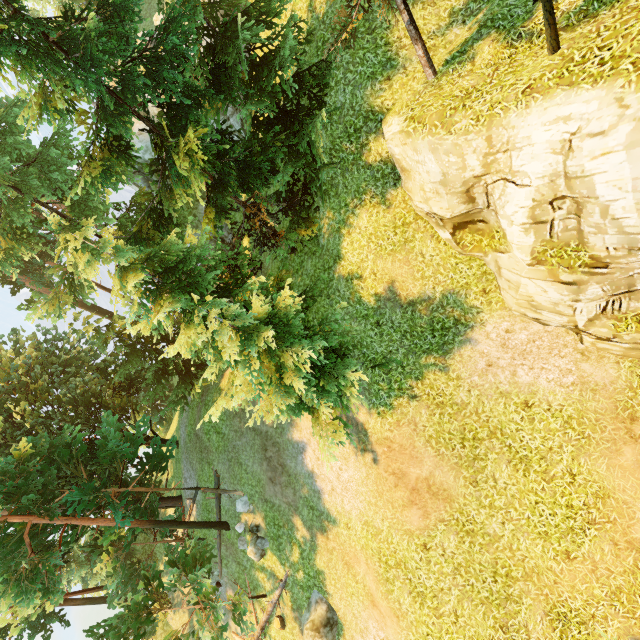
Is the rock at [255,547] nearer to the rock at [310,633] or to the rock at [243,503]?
the rock at [243,503]

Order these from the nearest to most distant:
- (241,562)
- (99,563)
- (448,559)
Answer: (448,559), (99,563), (241,562)

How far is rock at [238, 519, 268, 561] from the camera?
16.9m

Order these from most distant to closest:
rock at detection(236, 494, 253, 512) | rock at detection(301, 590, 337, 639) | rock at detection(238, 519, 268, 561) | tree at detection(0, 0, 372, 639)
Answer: rock at detection(236, 494, 253, 512), rock at detection(238, 519, 268, 561), rock at detection(301, 590, 337, 639), tree at detection(0, 0, 372, 639)

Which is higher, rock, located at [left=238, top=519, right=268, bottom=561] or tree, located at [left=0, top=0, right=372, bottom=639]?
tree, located at [left=0, top=0, right=372, bottom=639]

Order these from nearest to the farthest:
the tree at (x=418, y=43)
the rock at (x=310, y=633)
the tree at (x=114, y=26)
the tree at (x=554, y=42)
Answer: the tree at (x=554, y=42), the tree at (x=418, y=43), the tree at (x=114, y=26), the rock at (x=310, y=633)

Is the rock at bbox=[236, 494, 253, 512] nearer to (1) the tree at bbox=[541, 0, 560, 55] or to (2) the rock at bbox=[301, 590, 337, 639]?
(1) the tree at bbox=[541, 0, 560, 55]

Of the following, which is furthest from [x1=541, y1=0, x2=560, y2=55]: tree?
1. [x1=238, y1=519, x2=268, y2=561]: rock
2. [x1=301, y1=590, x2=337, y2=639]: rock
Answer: [x1=301, y1=590, x2=337, y2=639]: rock
